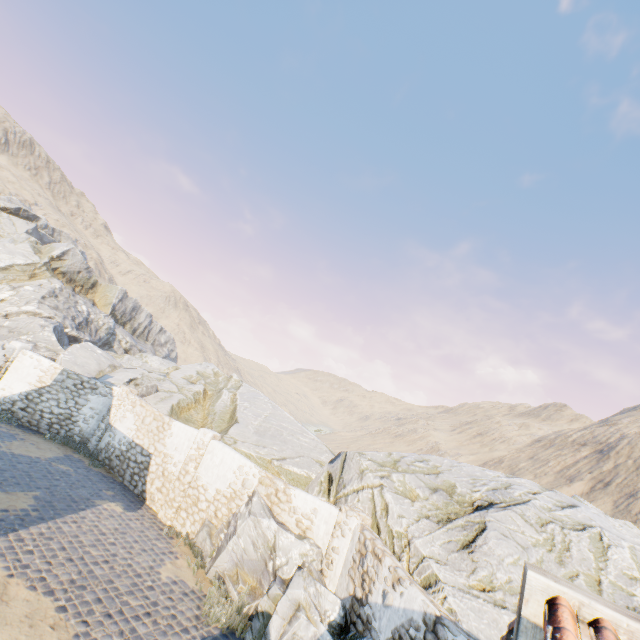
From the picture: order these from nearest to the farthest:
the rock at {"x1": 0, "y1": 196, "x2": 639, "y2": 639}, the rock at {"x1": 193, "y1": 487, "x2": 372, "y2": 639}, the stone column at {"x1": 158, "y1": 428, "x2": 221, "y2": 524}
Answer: the rock at {"x1": 193, "y1": 487, "x2": 372, "y2": 639}
the rock at {"x1": 0, "y1": 196, "x2": 639, "y2": 639}
the stone column at {"x1": 158, "y1": 428, "x2": 221, "y2": 524}

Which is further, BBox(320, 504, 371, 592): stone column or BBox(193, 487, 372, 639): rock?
BBox(320, 504, 371, 592): stone column

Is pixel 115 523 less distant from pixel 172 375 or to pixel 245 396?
pixel 245 396

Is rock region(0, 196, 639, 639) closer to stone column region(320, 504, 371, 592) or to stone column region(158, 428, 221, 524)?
stone column region(320, 504, 371, 592)

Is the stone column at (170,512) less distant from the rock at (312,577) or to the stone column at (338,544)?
the rock at (312,577)

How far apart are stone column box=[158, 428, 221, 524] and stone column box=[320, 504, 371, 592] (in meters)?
5.62

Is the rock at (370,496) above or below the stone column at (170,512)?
above
